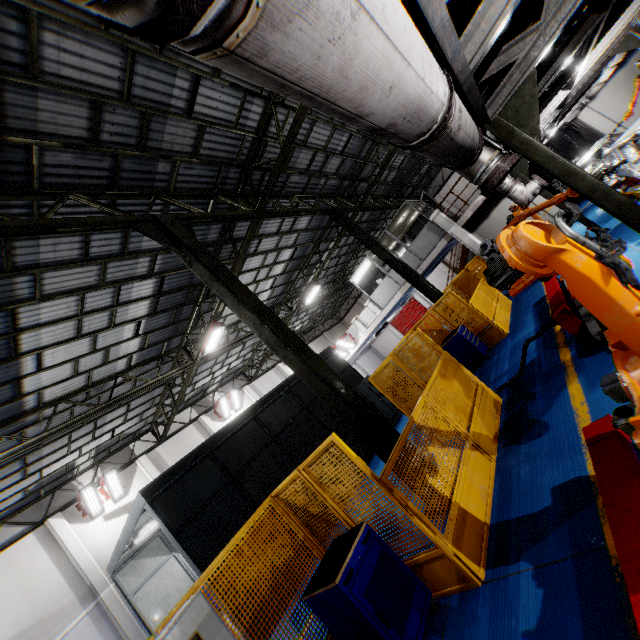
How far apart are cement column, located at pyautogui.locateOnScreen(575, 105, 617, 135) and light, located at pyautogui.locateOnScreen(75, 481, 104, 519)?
29.1m

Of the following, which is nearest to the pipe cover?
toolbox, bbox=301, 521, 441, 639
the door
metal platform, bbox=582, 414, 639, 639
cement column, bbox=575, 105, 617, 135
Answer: metal platform, bbox=582, 414, 639, 639

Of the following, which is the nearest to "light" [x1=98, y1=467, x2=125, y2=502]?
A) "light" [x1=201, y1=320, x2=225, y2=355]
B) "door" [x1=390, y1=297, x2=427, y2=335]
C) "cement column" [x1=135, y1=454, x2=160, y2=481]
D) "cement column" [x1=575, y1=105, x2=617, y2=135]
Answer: "cement column" [x1=135, y1=454, x2=160, y2=481]

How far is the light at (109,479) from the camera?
15.2 meters

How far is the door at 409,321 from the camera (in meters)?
31.73

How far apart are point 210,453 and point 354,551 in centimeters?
705cm

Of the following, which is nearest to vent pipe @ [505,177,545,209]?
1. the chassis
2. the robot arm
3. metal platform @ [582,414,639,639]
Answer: the robot arm

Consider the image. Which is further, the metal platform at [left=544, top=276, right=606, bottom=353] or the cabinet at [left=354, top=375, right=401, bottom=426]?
the cabinet at [left=354, top=375, right=401, bottom=426]
